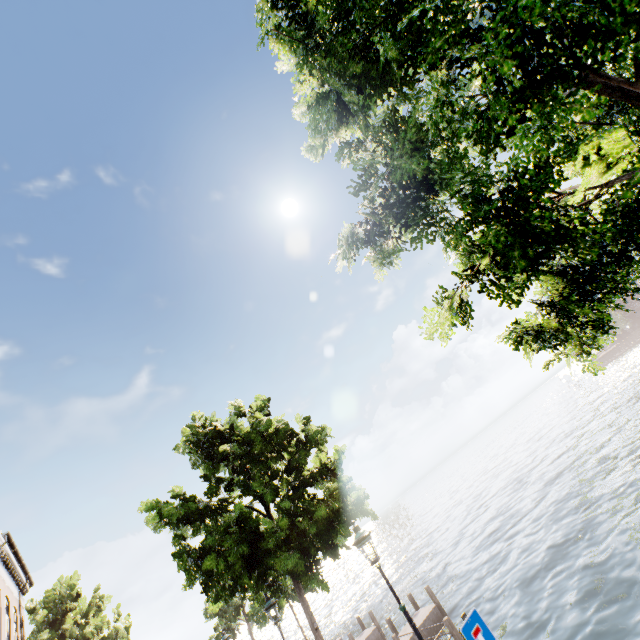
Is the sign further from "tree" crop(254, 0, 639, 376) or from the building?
the building

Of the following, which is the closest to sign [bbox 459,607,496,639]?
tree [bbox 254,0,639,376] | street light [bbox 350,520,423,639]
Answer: street light [bbox 350,520,423,639]

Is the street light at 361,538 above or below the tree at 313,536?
below

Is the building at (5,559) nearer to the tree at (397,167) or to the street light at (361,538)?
the tree at (397,167)

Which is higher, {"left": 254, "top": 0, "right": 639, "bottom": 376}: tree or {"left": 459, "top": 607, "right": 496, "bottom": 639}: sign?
{"left": 254, "top": 0, "right": 639, "bottom": 376}: tree

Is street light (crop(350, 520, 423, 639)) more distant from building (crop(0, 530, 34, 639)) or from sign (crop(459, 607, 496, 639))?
building (crop(0, 530, 34, 639))

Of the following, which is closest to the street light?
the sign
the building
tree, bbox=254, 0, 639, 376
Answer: the sign

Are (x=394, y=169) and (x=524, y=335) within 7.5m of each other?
yes
